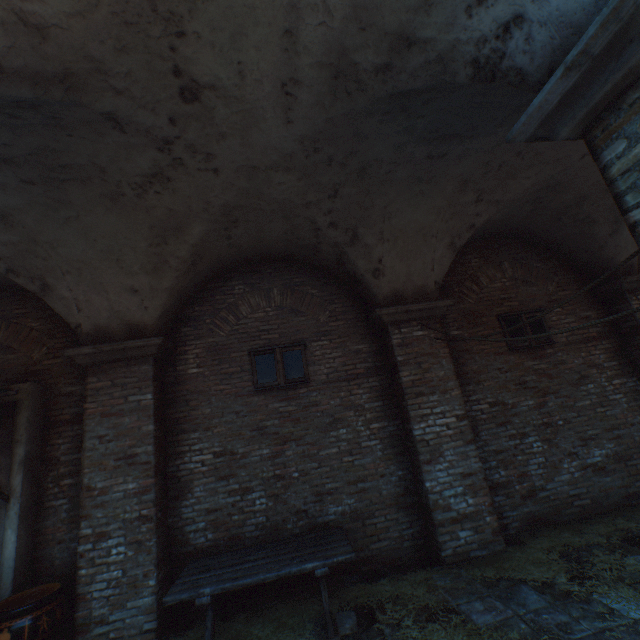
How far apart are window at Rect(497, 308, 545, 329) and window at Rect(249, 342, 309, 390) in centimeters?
397cm

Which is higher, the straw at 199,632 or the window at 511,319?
the window at 511,319

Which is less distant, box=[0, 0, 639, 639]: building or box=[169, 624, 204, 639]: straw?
box=[0, 0, 639, 639]: building

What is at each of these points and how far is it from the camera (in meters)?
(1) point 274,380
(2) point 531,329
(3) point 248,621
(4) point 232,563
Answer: (1) window, 5.74
(2) window, 6.53
(3) straw, 4.19
(4) table, 4.22

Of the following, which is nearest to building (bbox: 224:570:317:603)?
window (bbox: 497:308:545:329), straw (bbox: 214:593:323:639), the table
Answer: straw (bbox: 214:593:323:639)

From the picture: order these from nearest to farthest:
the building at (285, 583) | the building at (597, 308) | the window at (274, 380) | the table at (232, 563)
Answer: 1. the table at (232, 563)
2. the building at (285, 583)
3. the window at (274, 380)
4. the building at (597, 308)

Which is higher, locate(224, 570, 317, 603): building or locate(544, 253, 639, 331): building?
locate(544, 253, 639, 331): building

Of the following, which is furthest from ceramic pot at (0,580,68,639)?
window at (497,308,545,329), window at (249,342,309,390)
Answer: window at (497,308,545,329)
